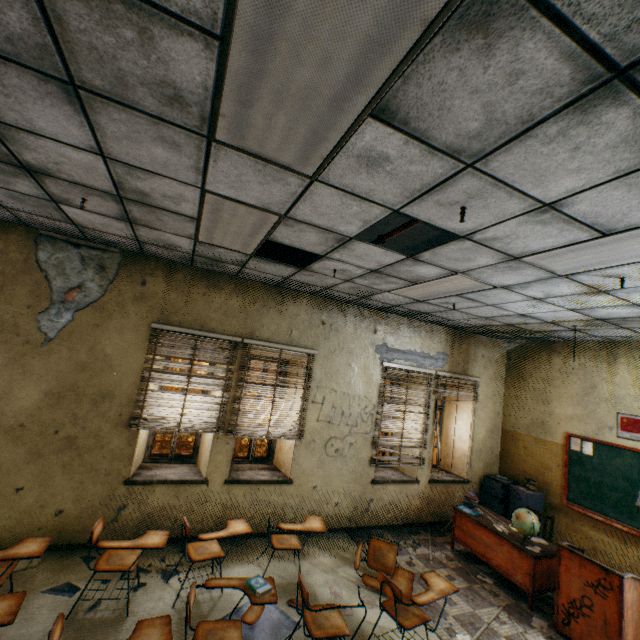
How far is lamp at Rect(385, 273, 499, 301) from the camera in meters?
3.7 m

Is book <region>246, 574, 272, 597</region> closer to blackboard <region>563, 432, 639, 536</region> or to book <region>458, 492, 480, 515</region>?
book <region>458, 492, 480, 515</region>

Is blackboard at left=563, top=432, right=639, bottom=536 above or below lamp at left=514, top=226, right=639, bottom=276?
below

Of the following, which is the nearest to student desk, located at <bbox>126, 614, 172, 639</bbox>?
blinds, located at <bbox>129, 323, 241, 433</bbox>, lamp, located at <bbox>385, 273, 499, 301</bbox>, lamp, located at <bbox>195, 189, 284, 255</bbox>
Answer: blinds, located at <bbox>129, 323, 241, 433</bbox>

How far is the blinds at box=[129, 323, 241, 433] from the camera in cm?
455

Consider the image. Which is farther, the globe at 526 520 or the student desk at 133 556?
the globe at 526 520

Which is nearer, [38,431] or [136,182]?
[136,182]

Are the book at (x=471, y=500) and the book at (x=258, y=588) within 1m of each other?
no
